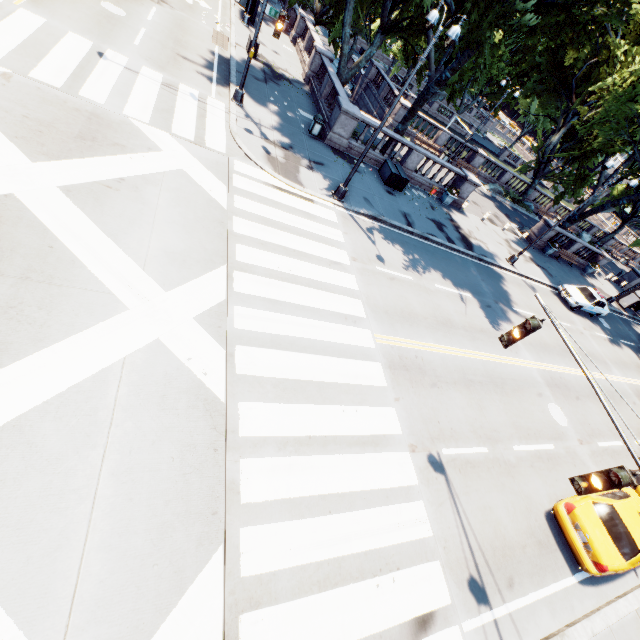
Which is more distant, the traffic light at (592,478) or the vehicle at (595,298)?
the vehicle at (595,298)

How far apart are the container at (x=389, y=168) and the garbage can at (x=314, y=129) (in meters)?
4.27

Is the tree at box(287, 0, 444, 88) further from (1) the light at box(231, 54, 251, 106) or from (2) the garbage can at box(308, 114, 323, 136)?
(2) the garbage can at box(308, 114, 323, 136)

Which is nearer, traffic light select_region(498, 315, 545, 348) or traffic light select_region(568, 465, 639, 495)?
traffic light select_region(568, 465, 639, 495)

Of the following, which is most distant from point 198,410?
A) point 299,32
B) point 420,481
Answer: point 299,32

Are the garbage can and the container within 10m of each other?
yes

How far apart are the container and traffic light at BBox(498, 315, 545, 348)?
14.9 meters

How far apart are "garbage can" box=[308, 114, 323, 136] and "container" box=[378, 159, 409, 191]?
4.3 meters
